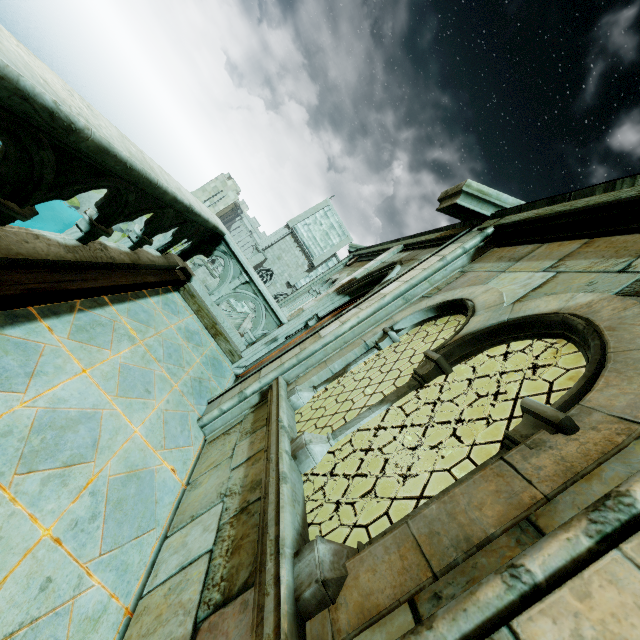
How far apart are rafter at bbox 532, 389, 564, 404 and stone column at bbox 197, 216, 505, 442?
7.9m

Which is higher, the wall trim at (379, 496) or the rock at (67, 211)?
the wall trim at (379, 496)

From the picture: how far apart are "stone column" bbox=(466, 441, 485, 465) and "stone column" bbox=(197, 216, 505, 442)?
10.38m

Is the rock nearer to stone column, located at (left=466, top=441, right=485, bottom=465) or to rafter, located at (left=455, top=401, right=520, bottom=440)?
stone column, located at (left=466, top=441, right=485, bottom=465)

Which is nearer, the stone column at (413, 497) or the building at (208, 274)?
the stone column at (413, 497)

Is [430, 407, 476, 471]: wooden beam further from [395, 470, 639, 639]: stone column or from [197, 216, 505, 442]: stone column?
[395, 470, 639, 639]: stone column

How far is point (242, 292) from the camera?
6.0 meters

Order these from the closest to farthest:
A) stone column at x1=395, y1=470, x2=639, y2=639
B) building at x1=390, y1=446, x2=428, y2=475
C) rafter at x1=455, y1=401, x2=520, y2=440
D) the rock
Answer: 1. stone column at x1=395, y1=470, x2=639, y2=639
2. rafter at x1=455, y1=401, x2=520, y2=440
3. building at x1=390, y1=446, x2=428, y2=475
4. the rock
